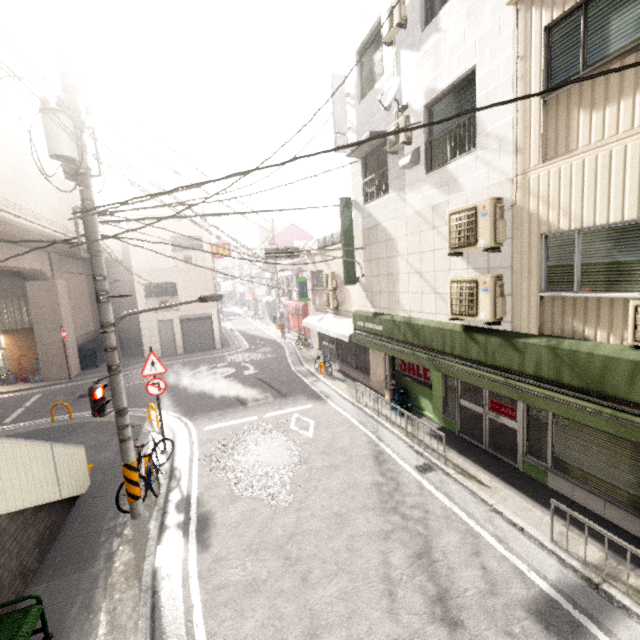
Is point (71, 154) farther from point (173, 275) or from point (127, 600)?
A: point (173, 275)

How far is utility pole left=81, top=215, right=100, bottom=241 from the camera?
5.72m

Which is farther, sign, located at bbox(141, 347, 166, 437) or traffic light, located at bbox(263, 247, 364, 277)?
traffic light, located at bbox(263, 247, 364, 277)

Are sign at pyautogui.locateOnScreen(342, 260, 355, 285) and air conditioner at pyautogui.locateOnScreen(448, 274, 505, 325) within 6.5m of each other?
yes

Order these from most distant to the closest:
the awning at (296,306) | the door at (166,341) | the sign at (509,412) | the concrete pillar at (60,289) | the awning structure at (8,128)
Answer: the awning at (296,306) → the door at (166,341) → the awning structure at (8,128) → the concrete pillar at (60,289) → the sign at (509,412)

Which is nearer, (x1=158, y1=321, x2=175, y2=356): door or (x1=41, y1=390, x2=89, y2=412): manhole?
(x1=41, y1=390, x2=89, y2=412): manhole

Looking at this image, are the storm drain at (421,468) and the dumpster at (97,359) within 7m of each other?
no

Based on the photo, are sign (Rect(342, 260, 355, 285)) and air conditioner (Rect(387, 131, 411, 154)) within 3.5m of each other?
yes
